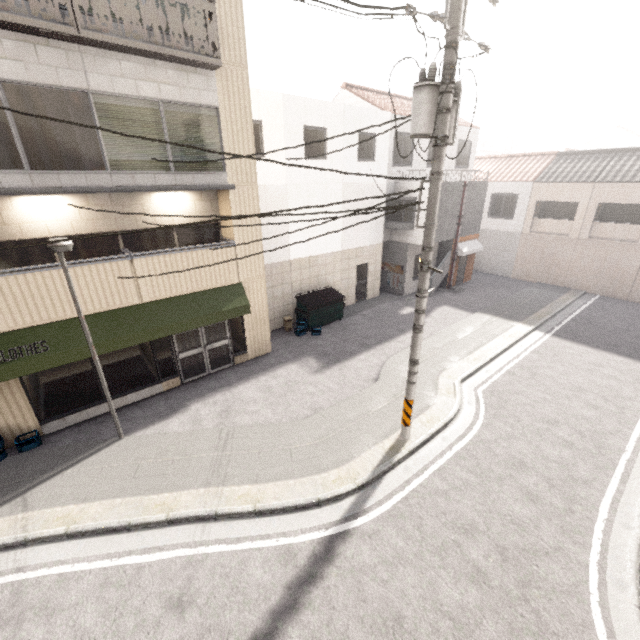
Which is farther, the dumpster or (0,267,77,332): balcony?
the dumpster

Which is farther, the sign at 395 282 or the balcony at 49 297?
the sign at 395 282

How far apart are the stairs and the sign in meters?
1.4 m

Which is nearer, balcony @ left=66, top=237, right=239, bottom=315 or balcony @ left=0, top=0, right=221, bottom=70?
balcony @ left=0, top=0, right=221, bottom=70

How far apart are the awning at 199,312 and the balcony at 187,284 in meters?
0.0 m

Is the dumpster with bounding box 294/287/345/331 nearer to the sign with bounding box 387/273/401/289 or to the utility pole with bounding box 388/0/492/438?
the sign with bounding box 387/273/401/289

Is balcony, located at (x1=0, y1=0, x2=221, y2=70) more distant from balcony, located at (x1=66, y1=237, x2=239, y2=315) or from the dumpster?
the dumpster

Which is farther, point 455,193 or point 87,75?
point 455,193
